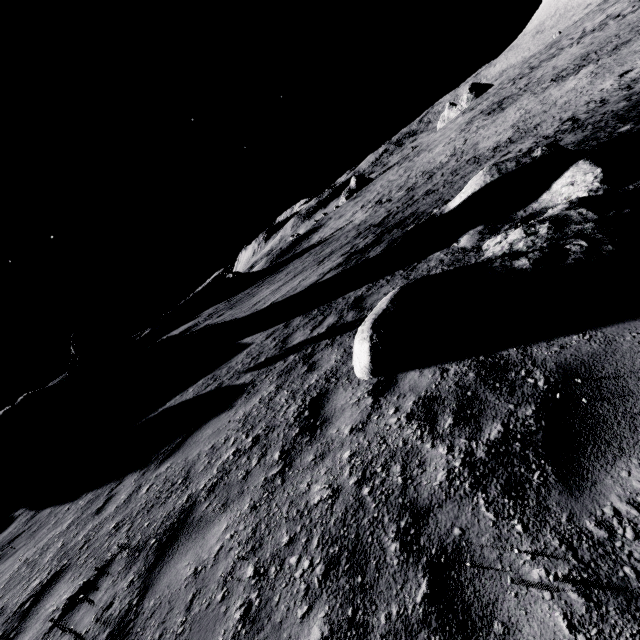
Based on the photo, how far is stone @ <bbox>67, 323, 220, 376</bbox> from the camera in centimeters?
1645cm

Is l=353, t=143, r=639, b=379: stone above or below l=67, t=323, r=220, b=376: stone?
below

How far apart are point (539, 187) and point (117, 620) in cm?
976

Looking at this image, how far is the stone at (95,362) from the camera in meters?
16.5

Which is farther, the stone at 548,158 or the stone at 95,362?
the stone at 95,362

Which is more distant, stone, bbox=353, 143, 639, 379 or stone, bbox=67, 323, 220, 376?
stone, bbox=67, 323, 220, 376
